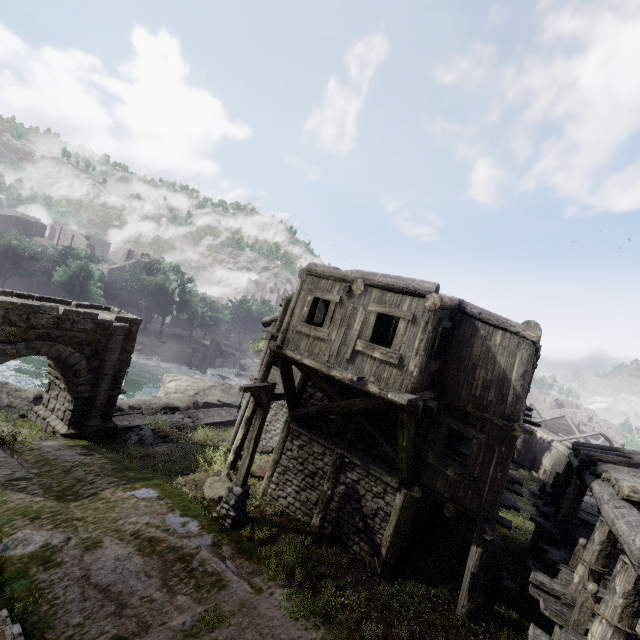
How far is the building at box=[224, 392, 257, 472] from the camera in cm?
1397

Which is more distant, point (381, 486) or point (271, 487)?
point (271, 487)

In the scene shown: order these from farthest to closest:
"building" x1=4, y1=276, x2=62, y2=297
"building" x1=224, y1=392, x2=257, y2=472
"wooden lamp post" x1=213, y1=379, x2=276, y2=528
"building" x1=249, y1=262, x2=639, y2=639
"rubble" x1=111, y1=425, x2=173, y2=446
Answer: "building" x1=4, y1=276, x2=62, y2=297, "rubble" x1=111, y1=425, x2=173, y2=446, "building" x1=224, y1=392, x2=257, y2=472, "wooden lamp post" x1=213, y1=379, x2=276, y2=528, "building" x1=249, y1=262, x2=639, y2=639

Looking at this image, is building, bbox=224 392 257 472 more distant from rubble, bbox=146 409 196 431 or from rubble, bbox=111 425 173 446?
rubble, bbox=146 409 196 431

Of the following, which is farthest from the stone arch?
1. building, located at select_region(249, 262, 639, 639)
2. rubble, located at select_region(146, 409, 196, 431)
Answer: building, located at select_region(249, 262, 639, 639)

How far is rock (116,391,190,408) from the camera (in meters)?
22.60

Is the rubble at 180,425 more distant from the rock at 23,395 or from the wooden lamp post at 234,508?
the wooden lamp post at 234,508

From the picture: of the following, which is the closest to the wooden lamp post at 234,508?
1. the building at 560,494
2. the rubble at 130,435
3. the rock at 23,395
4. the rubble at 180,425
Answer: the building at 560,494
